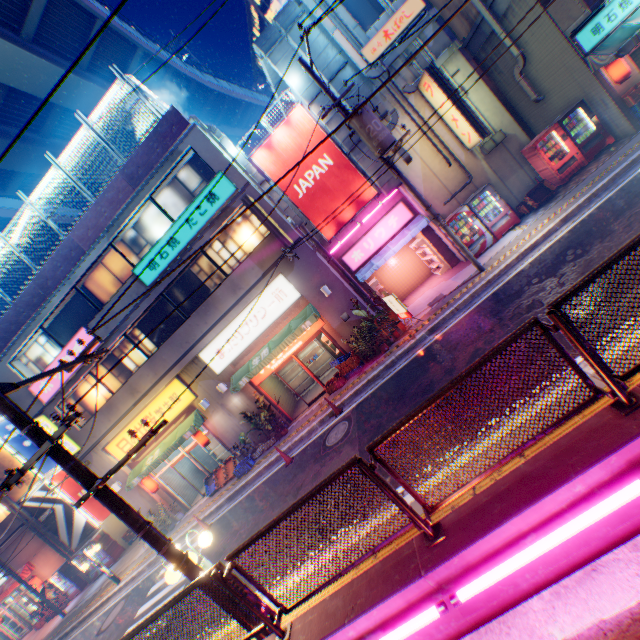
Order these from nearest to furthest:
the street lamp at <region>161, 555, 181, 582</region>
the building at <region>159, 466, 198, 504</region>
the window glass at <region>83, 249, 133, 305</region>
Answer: the street lamp at <region>161, 555, 181, 582</region> < the window glass at <region>83, 249, 133, 305</region> < the building at <region>159, 466, 198, 504</region>

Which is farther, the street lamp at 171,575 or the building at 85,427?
the building at 85,427

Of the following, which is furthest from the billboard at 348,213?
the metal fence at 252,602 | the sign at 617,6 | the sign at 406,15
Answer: the sign at 617,6

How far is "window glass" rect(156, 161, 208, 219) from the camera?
13.5 meters

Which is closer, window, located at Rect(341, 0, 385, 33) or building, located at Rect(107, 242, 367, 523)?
window, located at Rect(341, 0, 385, 33)

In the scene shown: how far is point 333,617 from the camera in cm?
390

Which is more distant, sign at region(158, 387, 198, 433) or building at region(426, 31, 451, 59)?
sign at region(158, 387, 198, 433)

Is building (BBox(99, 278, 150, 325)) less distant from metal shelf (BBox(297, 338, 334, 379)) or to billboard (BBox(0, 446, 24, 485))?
metal shelf (BBox(297, 338, 334, 379))
